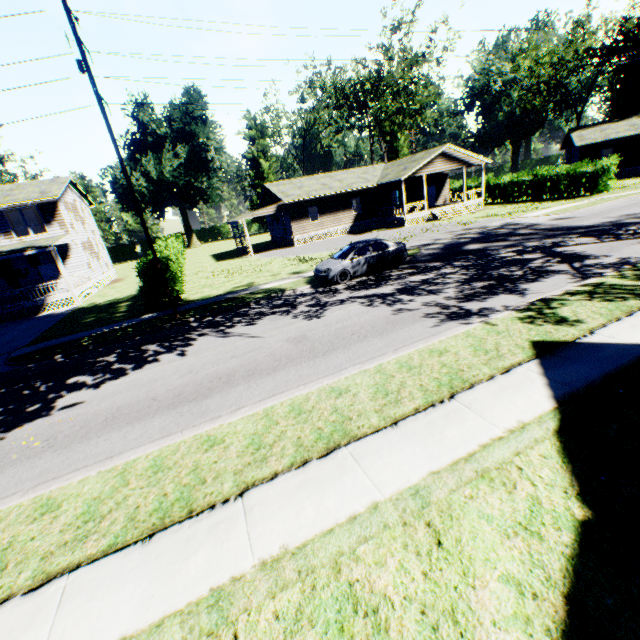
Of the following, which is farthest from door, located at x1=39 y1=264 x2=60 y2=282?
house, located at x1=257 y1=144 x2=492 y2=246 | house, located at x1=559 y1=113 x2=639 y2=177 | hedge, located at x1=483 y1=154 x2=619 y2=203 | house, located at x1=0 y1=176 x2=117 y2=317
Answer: house, located at x1=559 y1=113 x2=639 y2=177

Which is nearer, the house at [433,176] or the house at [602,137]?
the house at [433,176]

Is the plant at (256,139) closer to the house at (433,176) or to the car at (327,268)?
the house at (433,176)

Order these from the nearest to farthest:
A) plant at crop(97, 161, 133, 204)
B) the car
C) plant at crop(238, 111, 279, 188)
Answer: the car
plant at crop(97, 161, 133, 204)
plant at crop(238, 111, 279, 188)

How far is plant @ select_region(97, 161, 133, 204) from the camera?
51.91m

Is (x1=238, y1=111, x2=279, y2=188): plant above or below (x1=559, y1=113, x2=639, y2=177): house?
above

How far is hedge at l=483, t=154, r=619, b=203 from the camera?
27.69m

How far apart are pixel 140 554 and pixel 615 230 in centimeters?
2164cm
